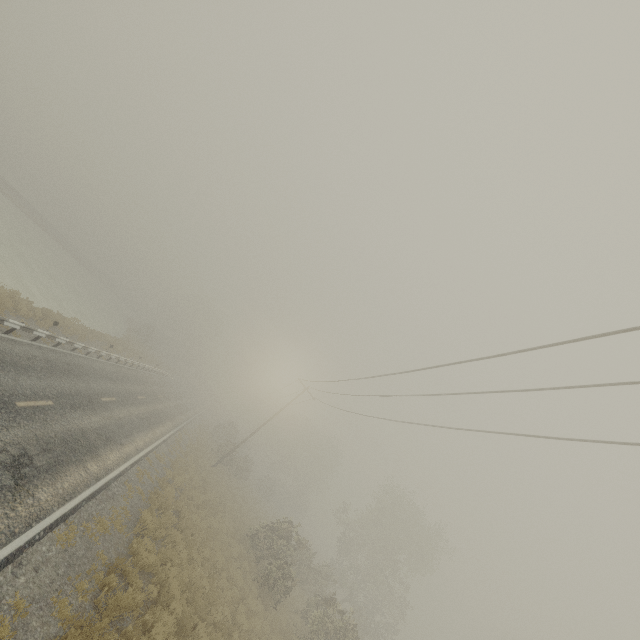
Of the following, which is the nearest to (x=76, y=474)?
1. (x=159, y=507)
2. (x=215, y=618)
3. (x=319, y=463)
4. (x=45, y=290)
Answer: (x=159, y=507)
